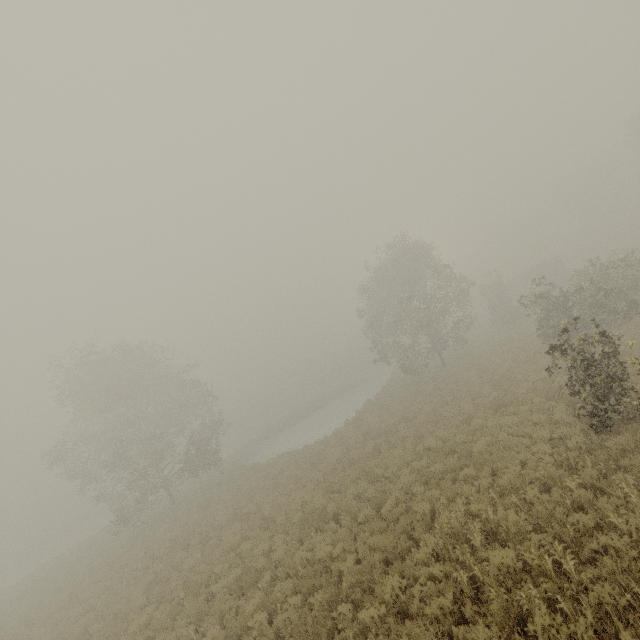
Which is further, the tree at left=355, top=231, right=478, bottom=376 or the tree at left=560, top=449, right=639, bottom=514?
the tree at left=355, top=231, right=478, bottom=376

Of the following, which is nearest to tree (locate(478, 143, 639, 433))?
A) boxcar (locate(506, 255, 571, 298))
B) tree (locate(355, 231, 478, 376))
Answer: tree (locate(355, 231, 478, 376))

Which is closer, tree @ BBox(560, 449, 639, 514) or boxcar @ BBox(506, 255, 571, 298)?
tree @ BBox(560, 449, 639, 514)

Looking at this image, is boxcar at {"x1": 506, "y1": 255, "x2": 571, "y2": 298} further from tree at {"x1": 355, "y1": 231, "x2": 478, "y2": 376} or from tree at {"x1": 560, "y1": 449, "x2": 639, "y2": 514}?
tree at {"x1": 355, "y1": 231, "x2": 478, "y2": 376}

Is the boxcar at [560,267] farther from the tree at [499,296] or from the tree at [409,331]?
the tree at [409,331]

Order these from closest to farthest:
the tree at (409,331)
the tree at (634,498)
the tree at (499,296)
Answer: the tree at (634,498) → the tree at (499,296) → the tree at (409,331)

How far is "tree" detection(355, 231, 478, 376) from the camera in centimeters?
3062cm

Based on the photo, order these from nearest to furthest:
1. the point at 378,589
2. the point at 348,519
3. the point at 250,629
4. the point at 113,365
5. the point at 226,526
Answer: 1. the point at 378,589
2. the point at 250,629
3. the point at 348,519
4. the point at 226,526
5. the point at 113,365
